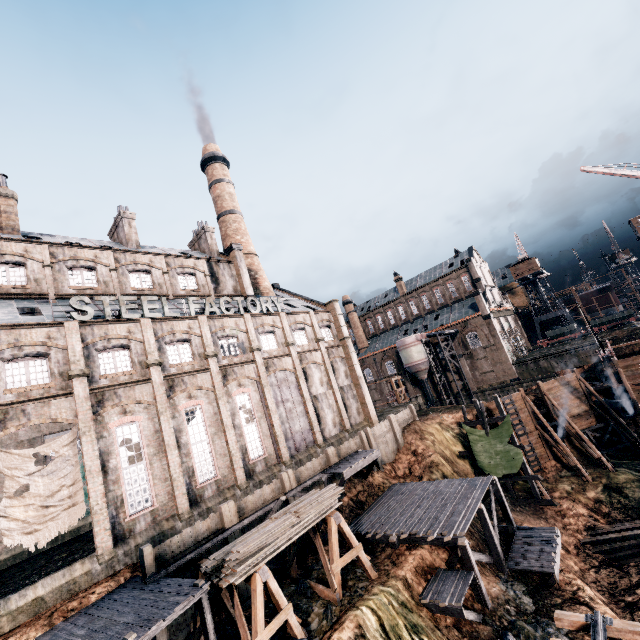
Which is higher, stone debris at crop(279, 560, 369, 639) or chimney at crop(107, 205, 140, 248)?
chimney at crop(107, 205, 140, 248)

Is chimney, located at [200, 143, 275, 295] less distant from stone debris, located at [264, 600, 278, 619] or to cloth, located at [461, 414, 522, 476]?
cloth, located at [461, 414, 522, 476]

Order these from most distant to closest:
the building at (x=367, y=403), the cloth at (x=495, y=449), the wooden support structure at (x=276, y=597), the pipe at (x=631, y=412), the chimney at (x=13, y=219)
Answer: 1. the pipe at (x=631, y=412)
2. the cloth at (x=495, y=449)
3. the chimney at (x=13, y=219)
4. the building at (x=367, y=403)
5. the wooden support structure at (x=276, y=597)

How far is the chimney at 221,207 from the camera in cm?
4306

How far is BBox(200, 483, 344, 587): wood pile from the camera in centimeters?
1404cm

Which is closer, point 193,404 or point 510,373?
point 193,404

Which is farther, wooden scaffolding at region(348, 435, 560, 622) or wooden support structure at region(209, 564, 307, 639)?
wooden scaffolding at region(348, 435, 560, 622)

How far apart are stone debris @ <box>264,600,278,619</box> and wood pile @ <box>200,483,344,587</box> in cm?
350
